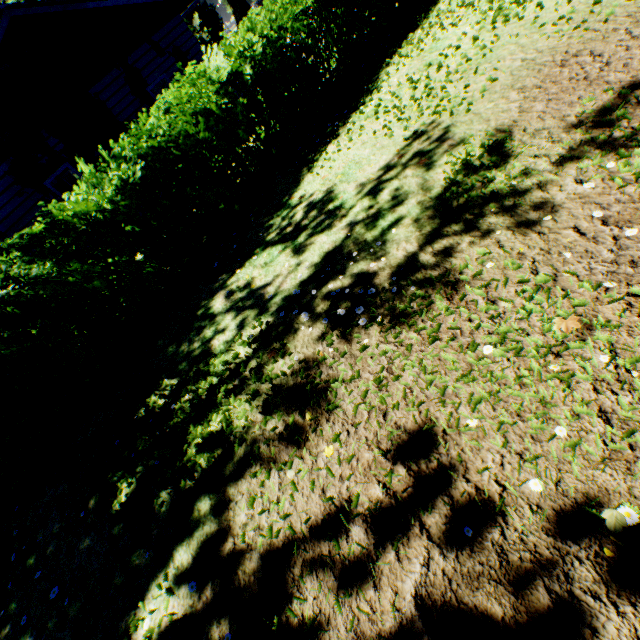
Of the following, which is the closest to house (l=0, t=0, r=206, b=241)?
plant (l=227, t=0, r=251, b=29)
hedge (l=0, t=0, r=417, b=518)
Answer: hedge (l=0, t=0, r=417, b=518)

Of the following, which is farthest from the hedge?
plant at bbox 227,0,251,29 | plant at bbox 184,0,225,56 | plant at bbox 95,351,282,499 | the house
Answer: plant at bbox 227,0,251,29

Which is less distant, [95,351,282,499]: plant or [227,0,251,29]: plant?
[95,351,282,499]: plant

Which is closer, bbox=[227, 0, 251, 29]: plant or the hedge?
the hedge

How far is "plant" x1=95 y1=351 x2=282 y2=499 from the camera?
3.6 meters

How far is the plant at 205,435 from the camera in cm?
359

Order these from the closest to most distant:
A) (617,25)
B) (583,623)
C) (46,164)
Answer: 1. (583,623)
2. (617,25)
3. (46,164)

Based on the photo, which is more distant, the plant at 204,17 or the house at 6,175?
the plant at 204,17
